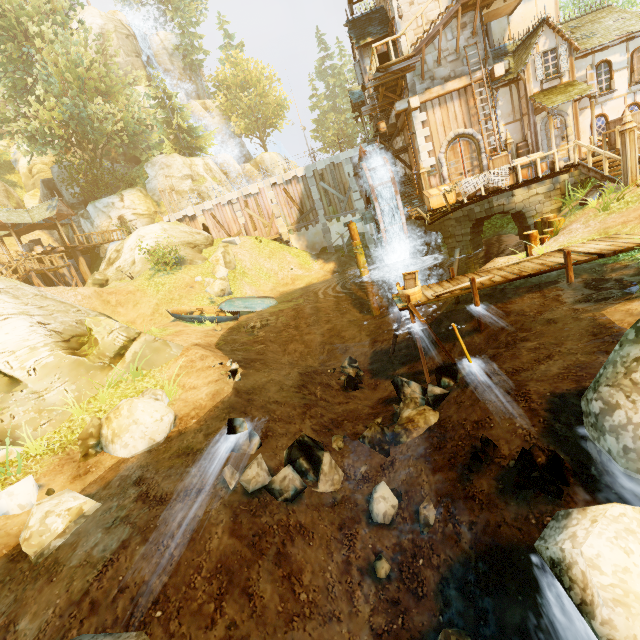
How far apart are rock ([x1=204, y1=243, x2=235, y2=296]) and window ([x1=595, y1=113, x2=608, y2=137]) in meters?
21.9 m

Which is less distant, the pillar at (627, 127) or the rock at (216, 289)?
the pillar at (627, 127)

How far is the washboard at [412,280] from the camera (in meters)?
9.66

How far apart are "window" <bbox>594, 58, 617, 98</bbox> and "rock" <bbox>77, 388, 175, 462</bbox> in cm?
2289

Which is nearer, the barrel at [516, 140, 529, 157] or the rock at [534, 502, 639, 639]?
the rock at [534, 502, 639, 639]

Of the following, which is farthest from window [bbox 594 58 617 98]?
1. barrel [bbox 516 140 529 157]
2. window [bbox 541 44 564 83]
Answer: barrel [bbox 516 140 529 157]

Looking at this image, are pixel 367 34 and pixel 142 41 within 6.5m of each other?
no

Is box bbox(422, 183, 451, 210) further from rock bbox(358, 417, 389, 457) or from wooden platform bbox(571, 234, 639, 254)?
rock bbox(358, 417, 389, 457)
